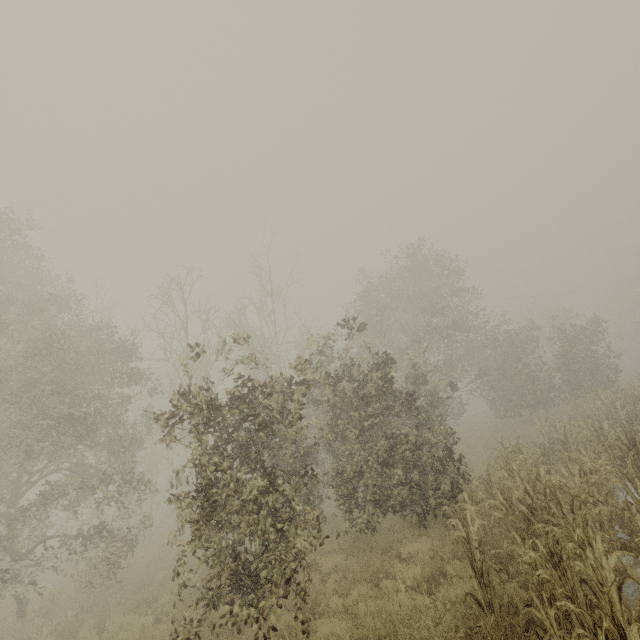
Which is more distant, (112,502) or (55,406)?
(112,502)
